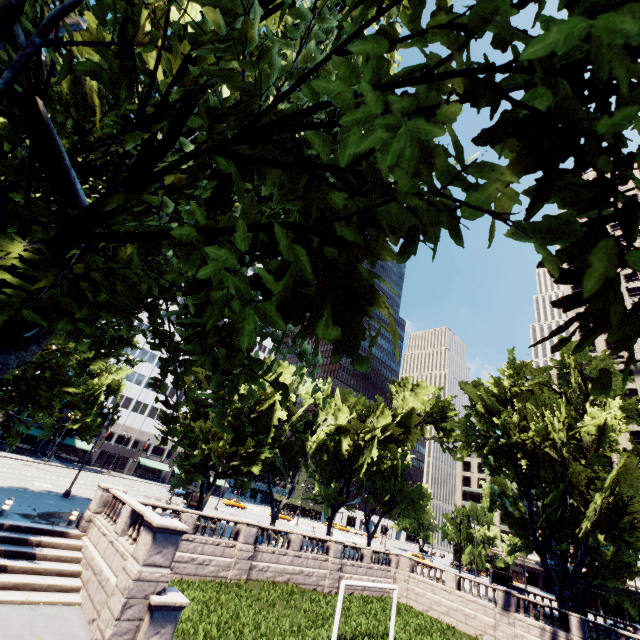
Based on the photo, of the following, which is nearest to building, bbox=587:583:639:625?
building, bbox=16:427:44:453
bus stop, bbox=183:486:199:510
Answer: building, bbox=16:427:44:453

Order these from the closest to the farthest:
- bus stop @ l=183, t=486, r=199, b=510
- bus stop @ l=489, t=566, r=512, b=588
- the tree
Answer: the tree < bus stop @ l=183, t=486, r=199, b=510 < bus stop @ l=489, t=566, r=512, b=588

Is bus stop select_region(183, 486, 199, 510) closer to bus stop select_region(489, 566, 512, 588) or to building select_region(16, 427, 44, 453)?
building select_region(16, 427, 44, 453)

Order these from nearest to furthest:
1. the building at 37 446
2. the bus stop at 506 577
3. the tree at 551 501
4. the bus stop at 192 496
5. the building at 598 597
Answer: the tree at 551 501 → the bus stop at 192 496 → the building at 598 597 → the bus stop at 506 577 → the building at 37 446

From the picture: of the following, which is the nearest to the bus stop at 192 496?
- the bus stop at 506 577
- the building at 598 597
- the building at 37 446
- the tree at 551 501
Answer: the building at 37 446

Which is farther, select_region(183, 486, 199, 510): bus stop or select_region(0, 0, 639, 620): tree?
select_region(183, 486, 199, 510): bus stop

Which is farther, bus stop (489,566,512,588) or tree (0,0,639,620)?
bus stop (489,566,512,588)

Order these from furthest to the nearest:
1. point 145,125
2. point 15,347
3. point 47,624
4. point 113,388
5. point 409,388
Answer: point 113,388
point 409,388
point 47,624
point 145,125
point 15,347
